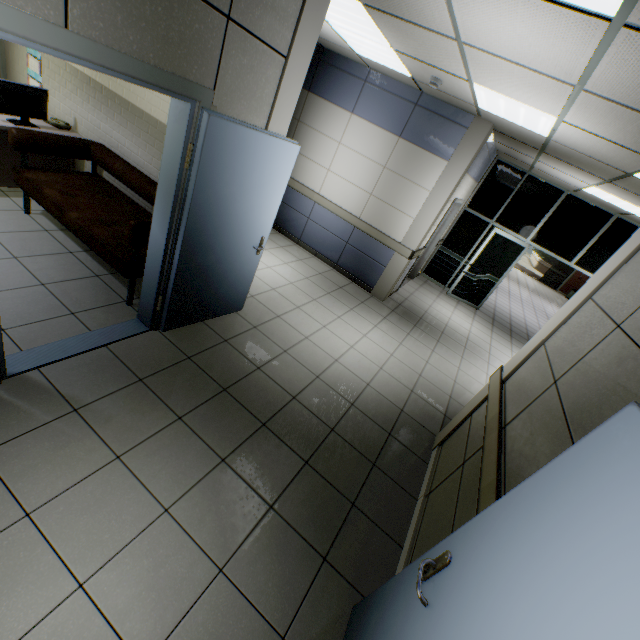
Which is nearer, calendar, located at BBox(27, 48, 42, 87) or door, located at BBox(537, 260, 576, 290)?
calendar, located at BBox(27, 48, 42, 87)

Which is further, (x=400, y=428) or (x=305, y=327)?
(x=305, y=327)

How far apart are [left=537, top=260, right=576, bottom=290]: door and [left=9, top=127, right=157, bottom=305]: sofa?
20.0 meters

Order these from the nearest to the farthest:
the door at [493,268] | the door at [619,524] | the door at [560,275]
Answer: the door at [619,524]
the door at [493,268]
the door at [560,275]

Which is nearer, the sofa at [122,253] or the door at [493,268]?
the sofa at [122,253]

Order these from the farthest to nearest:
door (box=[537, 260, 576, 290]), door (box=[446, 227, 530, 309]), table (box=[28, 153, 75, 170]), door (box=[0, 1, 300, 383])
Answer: door (box=[537, 260, 576, 290])
door (box=[446, 227, 530, 309])
table (box=[28, 153, 75, 170])
door (box=[0, 1, 300, 383])

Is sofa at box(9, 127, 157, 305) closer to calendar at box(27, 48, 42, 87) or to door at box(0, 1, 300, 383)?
door at box(0, 1, 300, 383)

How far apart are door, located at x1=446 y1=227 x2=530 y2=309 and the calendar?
8.6 meters
